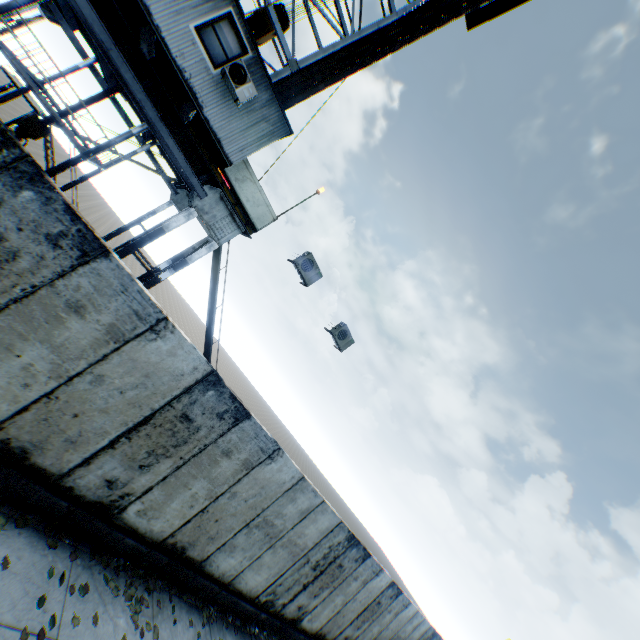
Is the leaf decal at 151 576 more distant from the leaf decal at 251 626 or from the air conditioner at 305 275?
the air conditioner at 305 275

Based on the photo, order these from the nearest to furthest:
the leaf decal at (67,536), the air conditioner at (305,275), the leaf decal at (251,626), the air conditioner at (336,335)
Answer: the leaf decal at (67,536), the leaf decal at (251,626), the air conditioner at (305,275), the air conditioner at (336,335)

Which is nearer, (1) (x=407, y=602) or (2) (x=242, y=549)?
(2) (x=242, y=549)

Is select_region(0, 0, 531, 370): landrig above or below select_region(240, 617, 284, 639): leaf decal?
above

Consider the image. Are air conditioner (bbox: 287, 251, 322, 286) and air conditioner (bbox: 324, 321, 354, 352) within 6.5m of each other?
yes

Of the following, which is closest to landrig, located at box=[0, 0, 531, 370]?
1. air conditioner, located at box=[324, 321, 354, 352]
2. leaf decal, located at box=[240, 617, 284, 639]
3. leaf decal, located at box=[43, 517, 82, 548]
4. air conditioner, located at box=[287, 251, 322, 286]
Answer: air conditioner, located at box=[287, 251, 322, 286]

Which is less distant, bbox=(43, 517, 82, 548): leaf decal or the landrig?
bbox=(43, 517, 82, 548): leaf decal

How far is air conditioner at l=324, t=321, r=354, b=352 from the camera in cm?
1054
